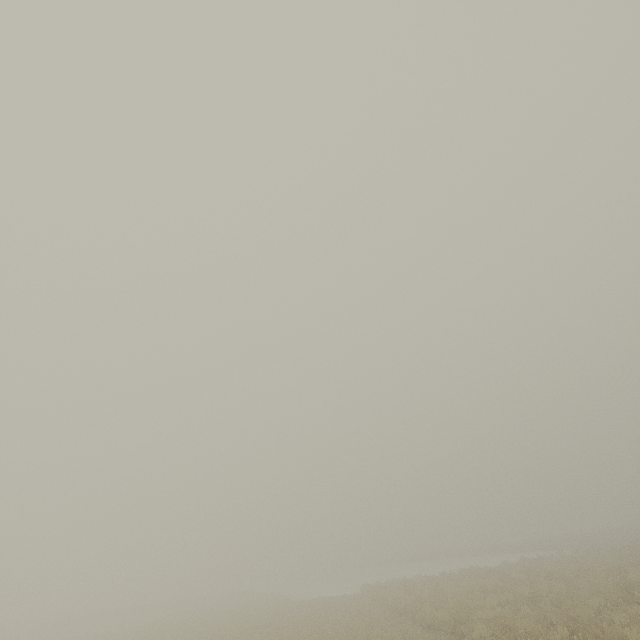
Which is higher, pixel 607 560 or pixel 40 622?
pixel 40 622
